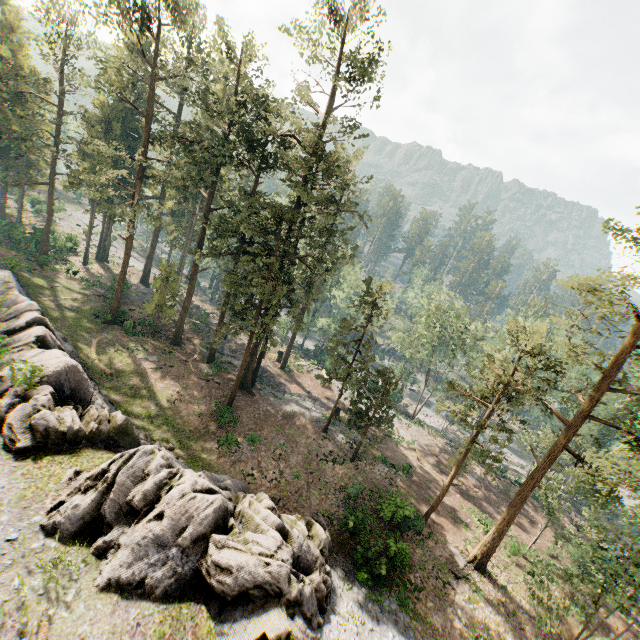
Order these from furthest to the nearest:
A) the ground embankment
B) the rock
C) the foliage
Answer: the ground embankment, the foliage, the rock

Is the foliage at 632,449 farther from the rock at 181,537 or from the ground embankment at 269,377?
the rock at 181,537

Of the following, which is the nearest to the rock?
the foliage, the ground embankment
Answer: the foliage

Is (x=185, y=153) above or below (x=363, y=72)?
below

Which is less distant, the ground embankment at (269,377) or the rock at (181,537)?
the rock at (181,537)

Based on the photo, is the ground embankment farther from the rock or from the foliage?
the rock

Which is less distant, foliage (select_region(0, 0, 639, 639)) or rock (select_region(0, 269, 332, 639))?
rock (select_region(0, 269, 332, 639))
